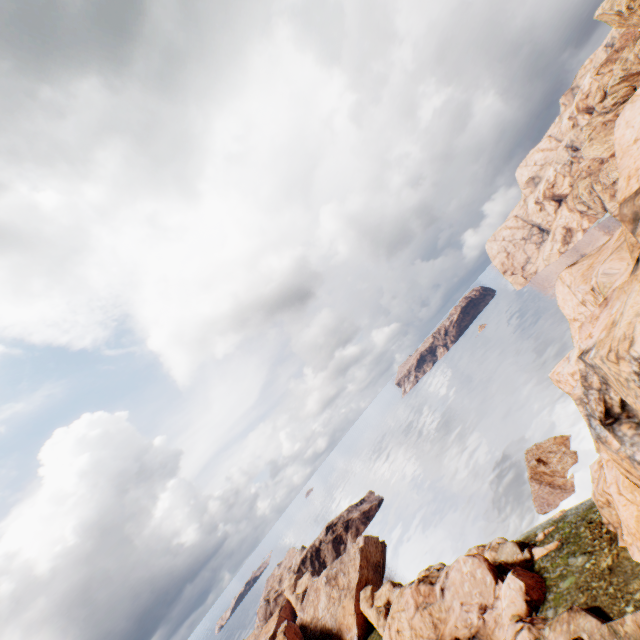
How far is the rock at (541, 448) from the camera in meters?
44.9

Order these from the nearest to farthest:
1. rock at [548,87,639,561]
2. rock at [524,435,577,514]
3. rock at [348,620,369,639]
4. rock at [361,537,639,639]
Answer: rock at [548,87,639,561] < rock at [361,537,639,639] < rock at [524,435,577,514] < rock at [348,620,369,639]

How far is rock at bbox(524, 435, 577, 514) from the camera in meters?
44.9 m

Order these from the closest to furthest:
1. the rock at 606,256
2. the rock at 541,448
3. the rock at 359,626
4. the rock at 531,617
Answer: the rock at 606,256
the rock at 531,617
the rock at 541,448
the rock at 359,626

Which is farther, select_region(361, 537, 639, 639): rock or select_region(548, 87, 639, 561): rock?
select_region(361, 537, 639, 639): rock

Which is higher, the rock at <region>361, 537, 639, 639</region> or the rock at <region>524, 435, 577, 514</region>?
the rock at <region>361, 537, 639, 639</region>

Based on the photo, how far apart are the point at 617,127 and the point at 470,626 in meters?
53.6 m
